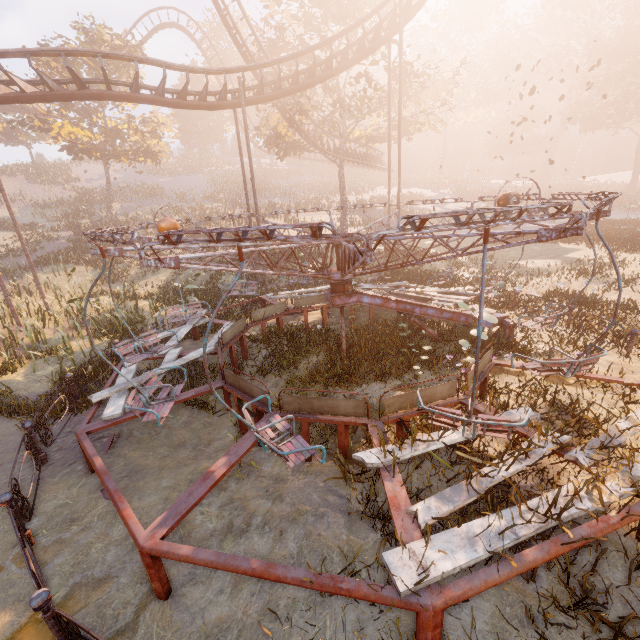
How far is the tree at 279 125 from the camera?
24.1 meters

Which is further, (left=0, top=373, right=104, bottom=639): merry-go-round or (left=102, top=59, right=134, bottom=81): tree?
(left=102, top=59, right=134, bottom=81): tree

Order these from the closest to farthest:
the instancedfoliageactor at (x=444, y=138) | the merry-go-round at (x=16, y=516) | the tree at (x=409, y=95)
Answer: the merry-go-round at (x=16, y=516)
the tree at (x=409, y=95)
the instancedfoliageactor at (x=444, y=138)

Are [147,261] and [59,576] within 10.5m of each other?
yes

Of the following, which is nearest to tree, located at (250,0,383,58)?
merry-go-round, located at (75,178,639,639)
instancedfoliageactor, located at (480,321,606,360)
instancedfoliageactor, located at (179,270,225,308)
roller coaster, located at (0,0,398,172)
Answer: roller coaster, located at (0,0,398,172)

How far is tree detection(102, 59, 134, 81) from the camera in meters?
26.1 m

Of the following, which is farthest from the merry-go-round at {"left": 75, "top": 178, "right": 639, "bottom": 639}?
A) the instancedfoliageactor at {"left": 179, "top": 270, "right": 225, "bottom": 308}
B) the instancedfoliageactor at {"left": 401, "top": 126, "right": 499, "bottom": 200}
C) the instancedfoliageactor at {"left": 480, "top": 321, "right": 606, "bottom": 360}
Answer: the instancedfoliageactor at {"left": 401, "top": 126, "right": 499, "bottom": 200}
